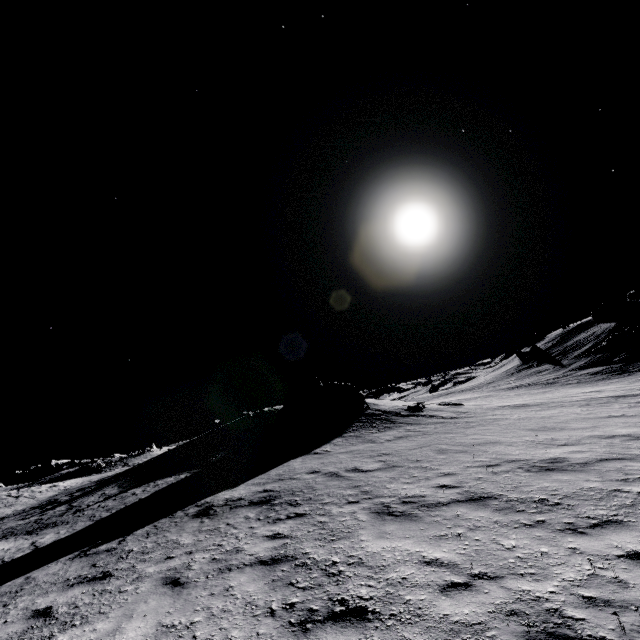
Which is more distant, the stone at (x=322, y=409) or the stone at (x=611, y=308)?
the stone at (x=611, y=308)

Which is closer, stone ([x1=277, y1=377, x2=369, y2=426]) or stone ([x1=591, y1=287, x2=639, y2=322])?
stone ([x1=277, y1=377, x2=369, y2=426])

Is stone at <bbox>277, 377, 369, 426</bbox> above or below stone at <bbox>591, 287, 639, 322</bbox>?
below

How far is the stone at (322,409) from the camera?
23.1m

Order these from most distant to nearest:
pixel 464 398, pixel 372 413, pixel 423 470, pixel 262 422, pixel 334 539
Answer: pixel 464 398 → pixel 262 422 → pixel 372 413 → pixel 423 470 → pixel 334 539

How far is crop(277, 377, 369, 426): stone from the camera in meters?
23.1
